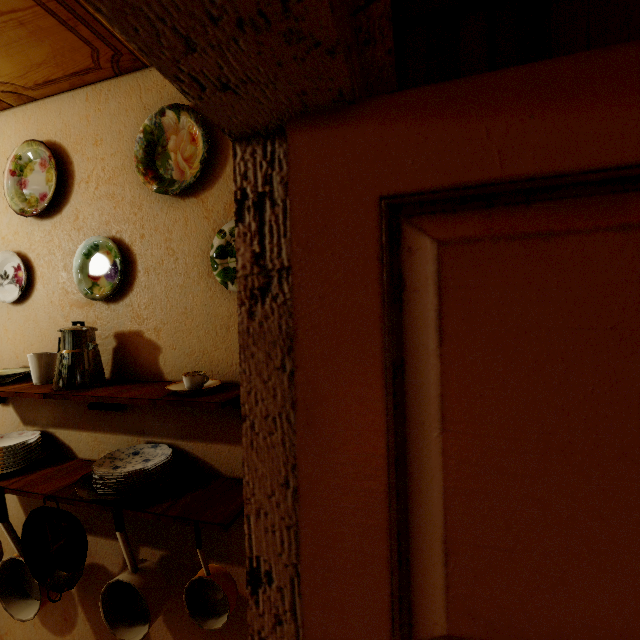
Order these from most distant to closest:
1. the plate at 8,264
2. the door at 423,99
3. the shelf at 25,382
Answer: the plate at 8,264 → the shelf at 25,382 → the door at 423,99

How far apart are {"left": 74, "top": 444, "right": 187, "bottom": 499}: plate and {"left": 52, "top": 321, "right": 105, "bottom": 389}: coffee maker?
0.3m

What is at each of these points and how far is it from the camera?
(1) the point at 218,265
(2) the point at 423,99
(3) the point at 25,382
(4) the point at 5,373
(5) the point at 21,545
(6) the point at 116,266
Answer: (1) plate, 1.3 meters
(2) door, 0.4 meters
(3) shelf, 1.5 meters
(4) plate, 1.6 meters
(5) cooking pot, 1.3 meters
(6) plate, 1.5 meters

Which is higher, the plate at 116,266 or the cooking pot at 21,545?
the plate at 116,266

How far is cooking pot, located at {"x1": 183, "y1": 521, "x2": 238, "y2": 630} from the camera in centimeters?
107cm

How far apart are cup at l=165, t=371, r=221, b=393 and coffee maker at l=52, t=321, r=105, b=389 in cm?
43

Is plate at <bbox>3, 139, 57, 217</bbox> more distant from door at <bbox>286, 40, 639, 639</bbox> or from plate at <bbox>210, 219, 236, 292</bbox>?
door at <bbox>286, 40, 639, 639</bbox>

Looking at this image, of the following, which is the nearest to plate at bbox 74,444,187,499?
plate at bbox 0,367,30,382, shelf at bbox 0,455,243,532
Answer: shelf at bbox 0,455,243,532
